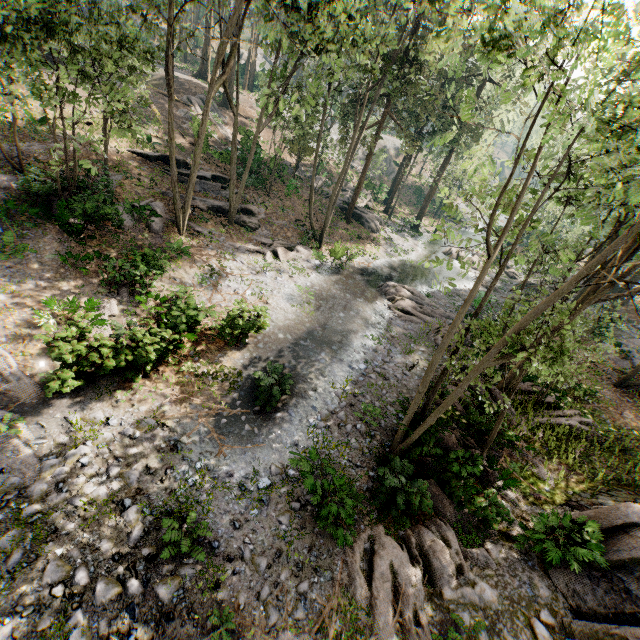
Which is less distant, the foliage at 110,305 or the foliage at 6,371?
the foliage at 6,371

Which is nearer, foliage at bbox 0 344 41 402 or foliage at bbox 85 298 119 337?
foliage at bbox 0 344 41 402

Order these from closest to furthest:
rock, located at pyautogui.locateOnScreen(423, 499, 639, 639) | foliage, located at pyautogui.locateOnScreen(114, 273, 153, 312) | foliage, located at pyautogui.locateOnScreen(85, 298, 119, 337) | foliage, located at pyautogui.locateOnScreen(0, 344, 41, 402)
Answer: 1. rock, located at pyautogui.locateOnScreen(423, 499, 639, 639)
2. foliage, located at pyautogui.locateOnScreen(0, 344, 41, 402)
3. foliage, located at pyautogui.locateOnScreen(85, 298, 119, 337)
4. foliage, located at pyautogui.locateOnScreen(114, 273, 153, 312)

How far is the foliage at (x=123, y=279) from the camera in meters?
14.0

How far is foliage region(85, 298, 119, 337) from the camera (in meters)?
10.75

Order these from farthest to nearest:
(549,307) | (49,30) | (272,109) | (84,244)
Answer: (549,307) → (272,109) → (84,244) → (49,30)
